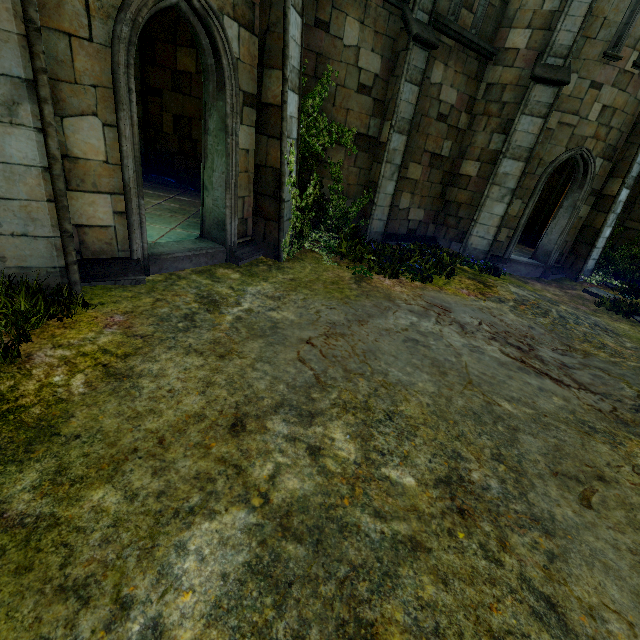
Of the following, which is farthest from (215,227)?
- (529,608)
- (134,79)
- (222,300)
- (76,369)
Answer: (134,79)

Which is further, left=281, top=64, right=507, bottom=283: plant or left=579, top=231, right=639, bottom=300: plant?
left=579, top=231, right=639, bottom=300: plant

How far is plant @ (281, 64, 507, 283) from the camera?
7.3m

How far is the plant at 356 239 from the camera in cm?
728

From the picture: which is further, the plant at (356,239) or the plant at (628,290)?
the plant at (628,290)
